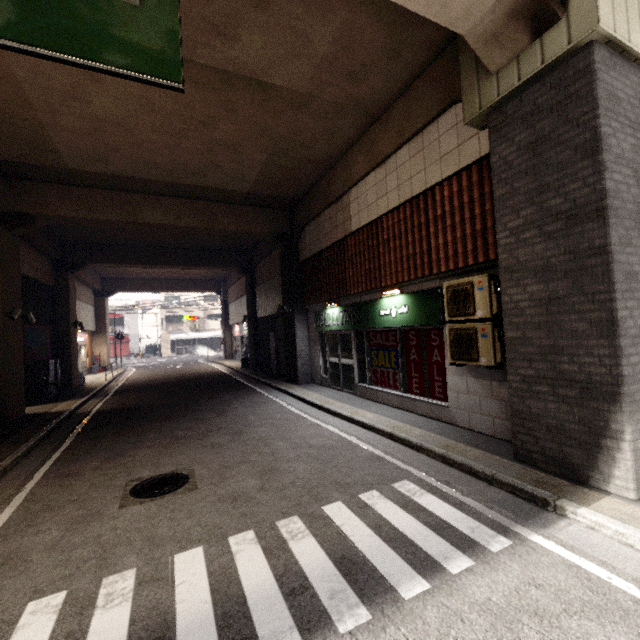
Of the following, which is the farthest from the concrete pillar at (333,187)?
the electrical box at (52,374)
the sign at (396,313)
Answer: the sign at (396,313)

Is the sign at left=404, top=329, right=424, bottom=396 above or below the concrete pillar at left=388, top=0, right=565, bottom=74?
below

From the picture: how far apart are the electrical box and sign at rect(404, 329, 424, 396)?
14.40m

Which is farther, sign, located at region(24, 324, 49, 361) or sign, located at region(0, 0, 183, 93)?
sign, located at region(24, 324, 49, 361)

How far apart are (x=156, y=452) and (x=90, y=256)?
13.70m

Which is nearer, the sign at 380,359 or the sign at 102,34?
the sign at 102,34

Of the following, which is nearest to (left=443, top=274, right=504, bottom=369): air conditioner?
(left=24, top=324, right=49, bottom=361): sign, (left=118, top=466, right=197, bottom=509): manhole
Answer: (left=118, top=466, right=197, bottom=509): manhole

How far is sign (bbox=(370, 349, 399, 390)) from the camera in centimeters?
819cm
